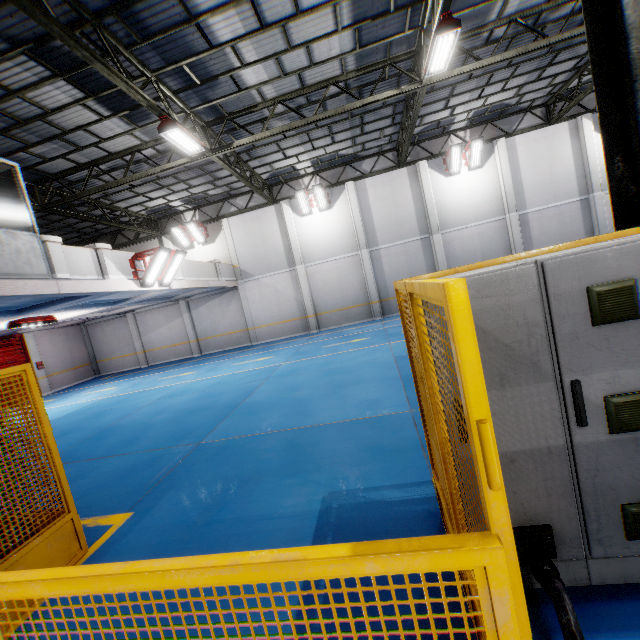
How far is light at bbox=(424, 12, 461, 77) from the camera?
7.6m

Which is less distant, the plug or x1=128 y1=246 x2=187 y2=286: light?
the plug

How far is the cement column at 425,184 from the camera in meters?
17.4 m

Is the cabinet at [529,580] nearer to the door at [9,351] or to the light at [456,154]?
the light at [456,154]

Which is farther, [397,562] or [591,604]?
[591,604]

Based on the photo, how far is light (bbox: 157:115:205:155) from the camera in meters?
8.9 m

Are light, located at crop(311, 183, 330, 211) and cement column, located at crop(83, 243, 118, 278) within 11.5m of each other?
yes

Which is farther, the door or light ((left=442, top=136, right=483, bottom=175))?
the door
